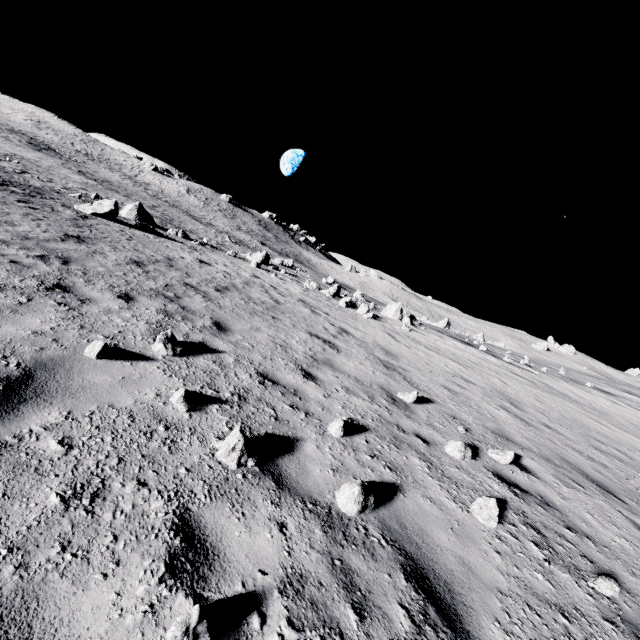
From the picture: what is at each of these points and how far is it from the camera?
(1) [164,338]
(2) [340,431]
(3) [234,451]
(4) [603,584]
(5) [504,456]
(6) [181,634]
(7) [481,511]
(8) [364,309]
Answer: (1) stone, 4.9 meters
(2) stone, 4.4 meters
(3) stone, 3.1 meters
(4) stone, 3.4 meters
(5) stone, 5.6 meters
(6) stone, 1.7 meters
(7) stone, 3.9 meters
(8) stone, 17.6 meters

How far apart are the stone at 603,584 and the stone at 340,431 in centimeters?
299cm

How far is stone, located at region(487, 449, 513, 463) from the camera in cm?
553

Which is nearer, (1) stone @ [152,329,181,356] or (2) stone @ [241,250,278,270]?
(1) stone @ [152,329,181,356]

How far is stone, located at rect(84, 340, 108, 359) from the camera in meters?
4.0 m

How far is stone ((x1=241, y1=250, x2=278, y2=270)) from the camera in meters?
24.1 m

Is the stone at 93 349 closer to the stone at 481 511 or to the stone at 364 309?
the stone at 481 511

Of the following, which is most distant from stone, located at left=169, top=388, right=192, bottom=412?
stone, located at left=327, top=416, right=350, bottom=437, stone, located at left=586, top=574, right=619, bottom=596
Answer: stone, located at left=586, top=574, right=619, bottom=596
